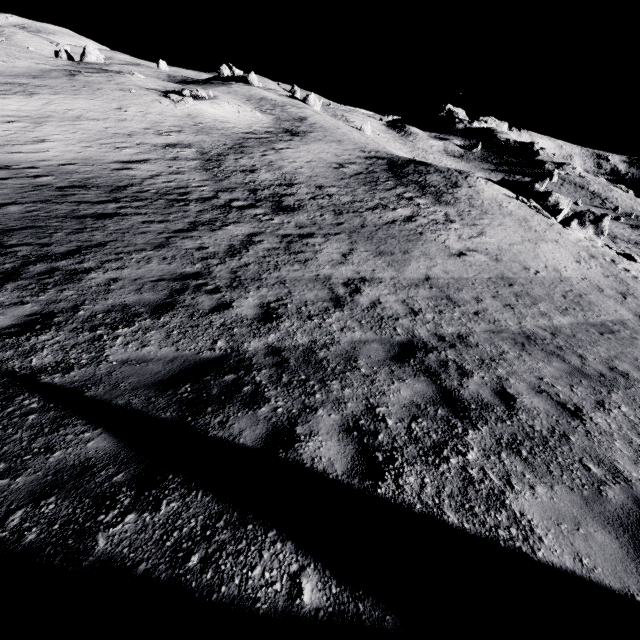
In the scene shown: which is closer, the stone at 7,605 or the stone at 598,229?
the stone at 7,605

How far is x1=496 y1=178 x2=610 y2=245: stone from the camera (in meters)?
26.14

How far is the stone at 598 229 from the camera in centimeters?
2614cm

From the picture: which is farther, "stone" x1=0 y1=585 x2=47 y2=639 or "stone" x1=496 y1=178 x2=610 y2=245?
"stone" x1=496 y1=178 x2=610 y2=245

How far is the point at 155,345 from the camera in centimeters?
545cm
